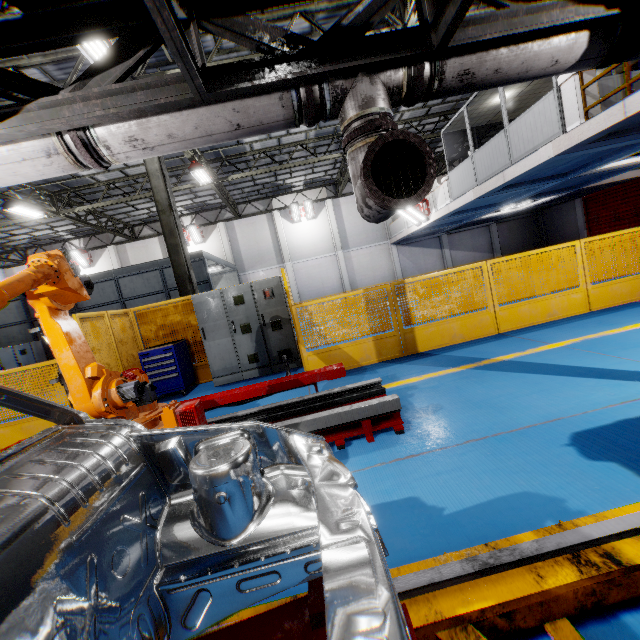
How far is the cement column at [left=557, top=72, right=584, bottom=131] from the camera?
7.73m

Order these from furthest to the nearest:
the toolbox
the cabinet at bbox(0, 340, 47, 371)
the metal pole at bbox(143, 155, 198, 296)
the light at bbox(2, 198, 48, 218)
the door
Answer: the door → the cabinet at bbox(0, 340, 47, 371) → the light at bbox(2, 198, 48, 218) → the metal pole at bbox(143, 155, 198, 296) → the toolbox

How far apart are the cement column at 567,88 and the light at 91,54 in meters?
10.5

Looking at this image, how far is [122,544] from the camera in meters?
1.2

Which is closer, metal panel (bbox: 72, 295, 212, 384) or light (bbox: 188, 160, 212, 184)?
metal panel (bbox: 72, 295, 212, 384)

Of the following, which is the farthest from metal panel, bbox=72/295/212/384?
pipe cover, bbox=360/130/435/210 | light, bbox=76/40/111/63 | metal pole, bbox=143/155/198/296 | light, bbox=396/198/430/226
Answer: light, bbox=396/198/430/226

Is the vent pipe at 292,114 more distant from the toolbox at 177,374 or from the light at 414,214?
the light at 414,214

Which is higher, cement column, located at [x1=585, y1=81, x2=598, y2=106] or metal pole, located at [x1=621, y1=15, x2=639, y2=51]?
cement column, located at [x1=585, y1=81, x2=598, y2=106]
